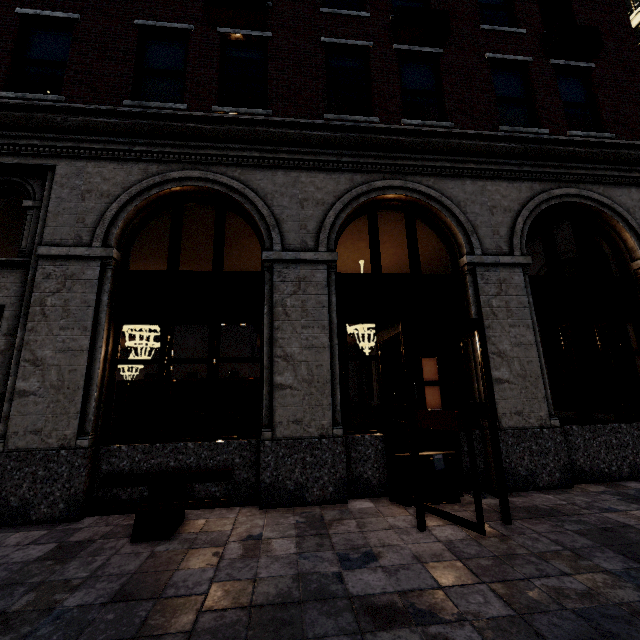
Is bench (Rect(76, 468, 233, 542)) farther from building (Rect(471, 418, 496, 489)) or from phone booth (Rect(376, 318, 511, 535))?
phone booth (Rect(376, 318, 511, 535))

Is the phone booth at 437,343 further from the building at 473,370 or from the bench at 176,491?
the bench at 176,491

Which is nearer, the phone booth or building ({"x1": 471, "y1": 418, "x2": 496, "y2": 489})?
the phone booth

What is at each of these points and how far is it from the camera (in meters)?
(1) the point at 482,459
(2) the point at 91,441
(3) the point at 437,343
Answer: (1) building, 5.71
(2) building, 5.04
(3) phone booth, 5.85

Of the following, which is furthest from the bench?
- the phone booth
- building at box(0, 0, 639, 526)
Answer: the phone booth

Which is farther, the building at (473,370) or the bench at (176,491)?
the building at (473,370)

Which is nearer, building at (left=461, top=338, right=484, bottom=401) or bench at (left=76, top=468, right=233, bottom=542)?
bench at (left=76, top=468, right=233, bottom=542)
